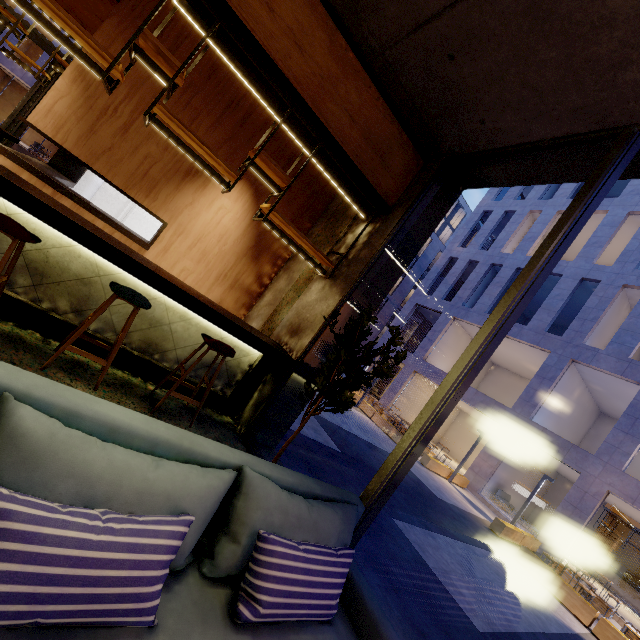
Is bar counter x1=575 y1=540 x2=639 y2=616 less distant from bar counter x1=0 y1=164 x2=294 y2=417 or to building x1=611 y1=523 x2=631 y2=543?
building x1=611 y1=523 x2=631 y2=543

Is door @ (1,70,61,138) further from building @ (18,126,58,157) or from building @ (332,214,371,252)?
building @ (18,126,58,157)

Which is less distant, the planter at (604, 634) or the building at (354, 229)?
the building at (354, 229)

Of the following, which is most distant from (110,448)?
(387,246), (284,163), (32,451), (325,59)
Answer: (284,163)

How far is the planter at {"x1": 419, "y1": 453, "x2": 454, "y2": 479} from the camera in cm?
1445

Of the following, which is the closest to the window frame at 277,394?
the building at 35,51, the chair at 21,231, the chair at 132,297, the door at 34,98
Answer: the chair at 132,297

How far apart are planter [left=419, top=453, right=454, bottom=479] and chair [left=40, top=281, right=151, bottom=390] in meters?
14.4 m

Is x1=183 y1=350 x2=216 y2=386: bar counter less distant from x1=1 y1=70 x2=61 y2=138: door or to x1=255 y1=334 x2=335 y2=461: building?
x1=255 y1=334 x2=335 y2=461: building
